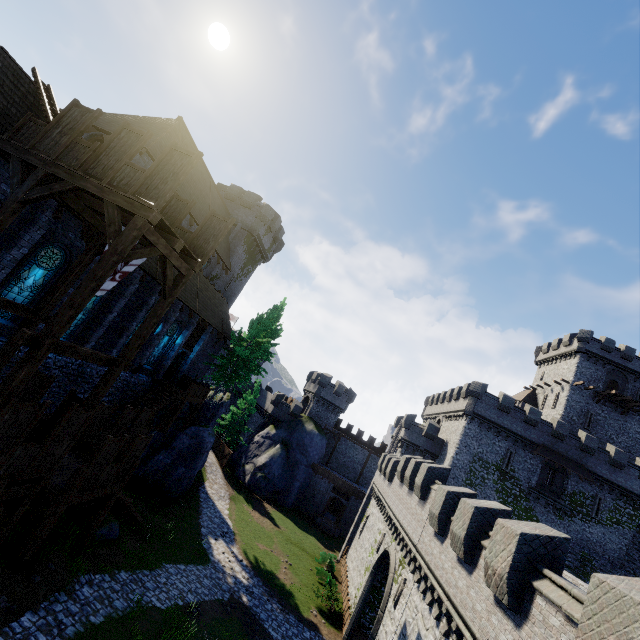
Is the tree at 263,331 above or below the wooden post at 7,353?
above

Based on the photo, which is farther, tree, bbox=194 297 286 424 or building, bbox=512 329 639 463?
building, bbox=512 329 639 463

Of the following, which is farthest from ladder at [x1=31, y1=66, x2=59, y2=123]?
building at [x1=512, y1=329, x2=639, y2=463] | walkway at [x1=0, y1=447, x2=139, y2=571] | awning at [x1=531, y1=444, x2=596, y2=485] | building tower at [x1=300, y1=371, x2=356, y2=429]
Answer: building at [x1=512, y1=329, x2=639, y2=463]

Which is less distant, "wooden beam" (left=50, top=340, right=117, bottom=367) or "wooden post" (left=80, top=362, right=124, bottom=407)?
"wooden beam" (left=50, top=340, right=117, bottom=367)

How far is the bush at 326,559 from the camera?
22.9m

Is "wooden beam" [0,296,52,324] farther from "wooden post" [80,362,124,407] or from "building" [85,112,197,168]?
"wooden post" [80,362,124,407]

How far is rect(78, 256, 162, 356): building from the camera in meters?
17.7 m

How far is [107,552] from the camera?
14.8m
